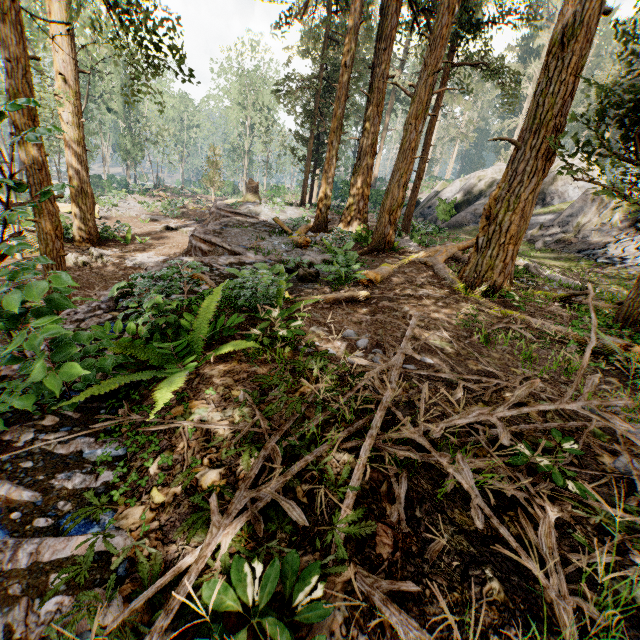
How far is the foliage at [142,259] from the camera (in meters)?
11.94

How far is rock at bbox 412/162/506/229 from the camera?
20.4m

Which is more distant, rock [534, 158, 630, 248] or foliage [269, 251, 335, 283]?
rock [534, 158, 630, 248]

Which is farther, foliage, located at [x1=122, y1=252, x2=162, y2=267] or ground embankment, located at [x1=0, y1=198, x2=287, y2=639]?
foliage, located at [x1=122, y1=252, x2=162, y2=267]

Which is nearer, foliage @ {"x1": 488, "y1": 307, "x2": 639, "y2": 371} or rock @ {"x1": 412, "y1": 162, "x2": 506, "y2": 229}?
foliage @ {"x1": 488, "y1": 307, "x2": 639, "y2": 371}

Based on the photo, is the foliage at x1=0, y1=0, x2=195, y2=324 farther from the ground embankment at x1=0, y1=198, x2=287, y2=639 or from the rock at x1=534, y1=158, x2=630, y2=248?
the rock at x1=534, y1=158, x2=630, y2=248

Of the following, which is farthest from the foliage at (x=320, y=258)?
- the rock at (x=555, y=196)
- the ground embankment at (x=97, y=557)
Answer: the rock at (x=555, y=196)

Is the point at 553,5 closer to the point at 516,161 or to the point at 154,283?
the point at 516,161
